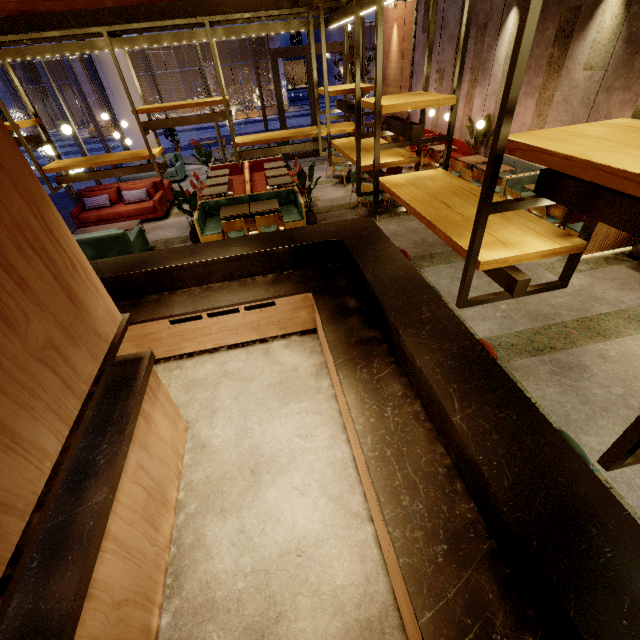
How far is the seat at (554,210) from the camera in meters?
6.8 m

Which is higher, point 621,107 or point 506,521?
point 621,107

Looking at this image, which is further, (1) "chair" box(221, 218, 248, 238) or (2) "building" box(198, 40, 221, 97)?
(2) "building" box(198, 40, 221, 97)

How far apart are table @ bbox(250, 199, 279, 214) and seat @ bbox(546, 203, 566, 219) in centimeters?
514cm

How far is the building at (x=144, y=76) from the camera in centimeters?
3185cm

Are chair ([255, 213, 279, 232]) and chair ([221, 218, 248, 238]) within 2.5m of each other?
yes

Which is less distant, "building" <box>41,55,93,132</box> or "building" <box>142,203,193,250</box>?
"building" <box>142,203,193,250</box>

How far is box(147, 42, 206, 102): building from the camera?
31.5m
